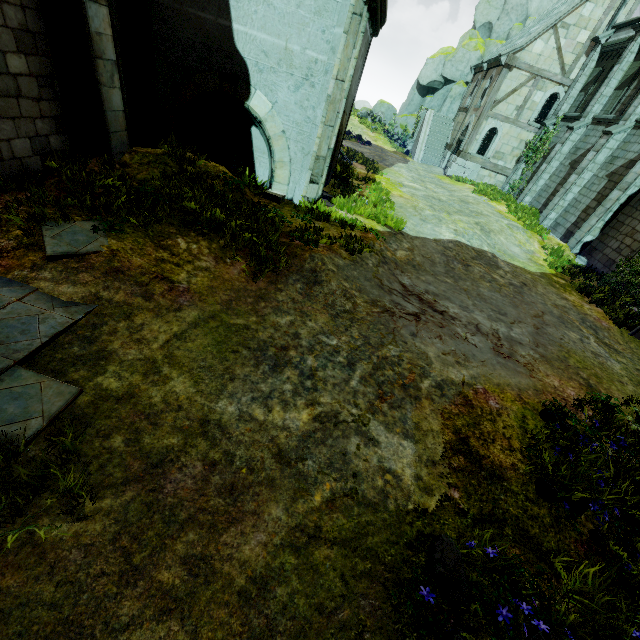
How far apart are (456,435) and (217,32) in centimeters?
933cm

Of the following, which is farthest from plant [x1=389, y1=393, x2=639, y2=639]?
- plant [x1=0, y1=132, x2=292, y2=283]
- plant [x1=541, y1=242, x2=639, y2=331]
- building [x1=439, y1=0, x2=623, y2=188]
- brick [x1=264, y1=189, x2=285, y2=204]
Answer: building [x1=439, y1=0, x2=623, y2=188]

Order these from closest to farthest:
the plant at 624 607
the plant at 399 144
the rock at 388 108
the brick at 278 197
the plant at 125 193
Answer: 1. the plant at 624 607
2. the plant at 125 193
3. the brick at 278 197
4. the plant at 399 144
5. the rock at 388 108

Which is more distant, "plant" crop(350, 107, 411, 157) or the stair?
"plant" crop(350, 107, 411, 157)

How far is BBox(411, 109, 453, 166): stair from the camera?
28.0 meters

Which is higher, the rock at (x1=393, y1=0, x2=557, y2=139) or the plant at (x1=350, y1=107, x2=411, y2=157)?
the rock at (x1=393, y1=0, x2=557, y2=139)

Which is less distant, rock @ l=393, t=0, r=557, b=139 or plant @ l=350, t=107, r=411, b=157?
rock @ l=393, t=0, r=557, b=139

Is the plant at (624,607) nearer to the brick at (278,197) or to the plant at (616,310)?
the plant at (616,310)
